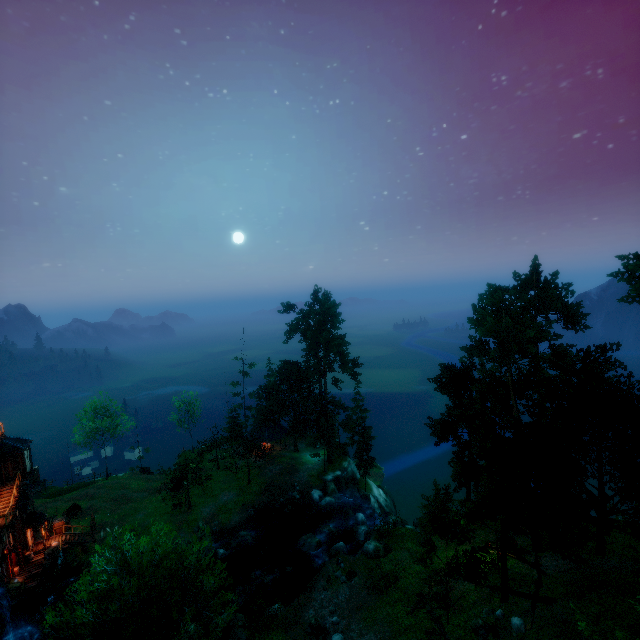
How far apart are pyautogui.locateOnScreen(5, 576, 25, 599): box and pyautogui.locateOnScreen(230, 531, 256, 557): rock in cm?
1745

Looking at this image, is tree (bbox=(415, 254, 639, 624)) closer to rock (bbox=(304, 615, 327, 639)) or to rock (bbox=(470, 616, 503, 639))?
rock (bbox=(470, 616, 503, 639))

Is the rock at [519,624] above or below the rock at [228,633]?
above

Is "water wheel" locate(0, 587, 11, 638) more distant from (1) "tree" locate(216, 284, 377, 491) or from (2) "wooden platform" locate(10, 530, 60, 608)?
(1) "tree" locate(216, 284, 377, 491)

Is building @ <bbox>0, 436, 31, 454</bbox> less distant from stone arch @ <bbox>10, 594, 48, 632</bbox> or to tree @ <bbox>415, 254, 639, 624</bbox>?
stone arch @ <bbox>10, 594, 48, 632</bbox>

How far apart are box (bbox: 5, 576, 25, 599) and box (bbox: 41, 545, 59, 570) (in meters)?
1.27

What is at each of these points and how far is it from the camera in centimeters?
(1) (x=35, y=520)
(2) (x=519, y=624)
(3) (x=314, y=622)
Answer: (1) building, 3278cm
(2) rock, 1958cm
(3) rock, 2450cm

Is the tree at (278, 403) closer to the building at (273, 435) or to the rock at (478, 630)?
the building at (273, 435)
